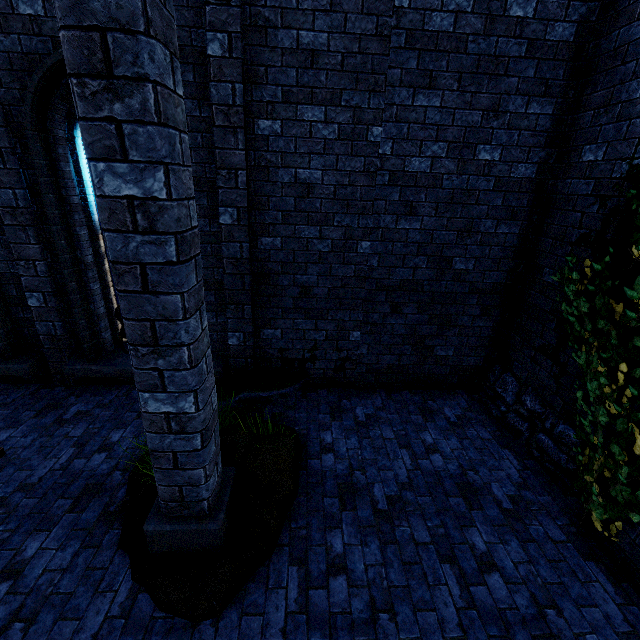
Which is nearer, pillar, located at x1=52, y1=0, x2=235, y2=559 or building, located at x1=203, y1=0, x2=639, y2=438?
pillar, located at x1=52, y1=0, x2=235, y2=559

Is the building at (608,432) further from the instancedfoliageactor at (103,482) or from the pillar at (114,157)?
the instancedfoliageactor at (103,482)

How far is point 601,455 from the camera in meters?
3.3 m

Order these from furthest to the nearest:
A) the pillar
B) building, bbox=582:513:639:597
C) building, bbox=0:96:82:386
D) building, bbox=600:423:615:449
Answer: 1. building, bbox=0:96:82:386
2. building, bbox=600:423:615:449
3. building, bbox=582:513:639:597
4. the pillar

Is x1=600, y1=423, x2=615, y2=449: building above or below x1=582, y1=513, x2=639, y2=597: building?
above

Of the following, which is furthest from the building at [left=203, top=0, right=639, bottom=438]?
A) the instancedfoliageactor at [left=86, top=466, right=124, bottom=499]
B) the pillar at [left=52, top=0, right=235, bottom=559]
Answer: the instancedfoliageactor at [left=86, top=466, right=124, bottom=499]

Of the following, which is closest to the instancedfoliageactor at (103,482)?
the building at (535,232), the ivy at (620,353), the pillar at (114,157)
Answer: the pillar at (114,157)
